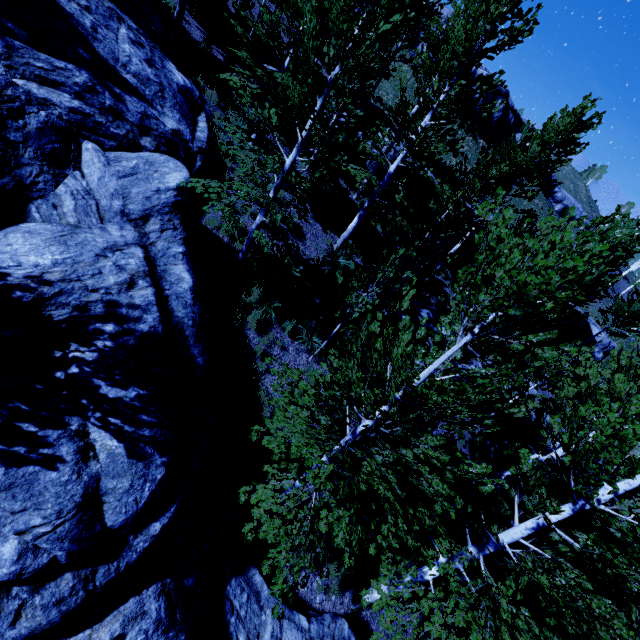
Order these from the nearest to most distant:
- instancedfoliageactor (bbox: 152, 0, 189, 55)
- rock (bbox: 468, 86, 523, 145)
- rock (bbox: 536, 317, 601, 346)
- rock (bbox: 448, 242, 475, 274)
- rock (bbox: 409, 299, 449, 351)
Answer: instancedfoliageactor (bbox: 152, 0, 189, 55) → rock (bbox: 409, 299, 449, 351) → rock (bbox: 448, 242, 475, 274) → rock (bbox: 536, 317, 601, 346) → rock (bbox: 468, 86, 523, 145)

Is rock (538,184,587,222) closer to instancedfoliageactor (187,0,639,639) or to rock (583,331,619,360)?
instancedfoliageactor (187,0,639,639)

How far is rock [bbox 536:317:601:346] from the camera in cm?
2352

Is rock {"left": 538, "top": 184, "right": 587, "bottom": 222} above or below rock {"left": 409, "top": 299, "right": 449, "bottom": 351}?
above

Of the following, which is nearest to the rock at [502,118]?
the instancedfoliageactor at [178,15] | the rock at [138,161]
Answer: the instancedfoliageactor at [178,15]

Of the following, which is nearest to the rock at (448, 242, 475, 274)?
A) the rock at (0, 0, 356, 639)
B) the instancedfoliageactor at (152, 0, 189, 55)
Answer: the instancedfoliageactor at (152, 0, 189, 55)

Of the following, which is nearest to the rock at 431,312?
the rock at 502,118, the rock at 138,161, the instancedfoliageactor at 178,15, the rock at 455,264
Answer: the instancedfoliageactor at 178,15

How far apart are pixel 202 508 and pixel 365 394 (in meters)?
4.55
